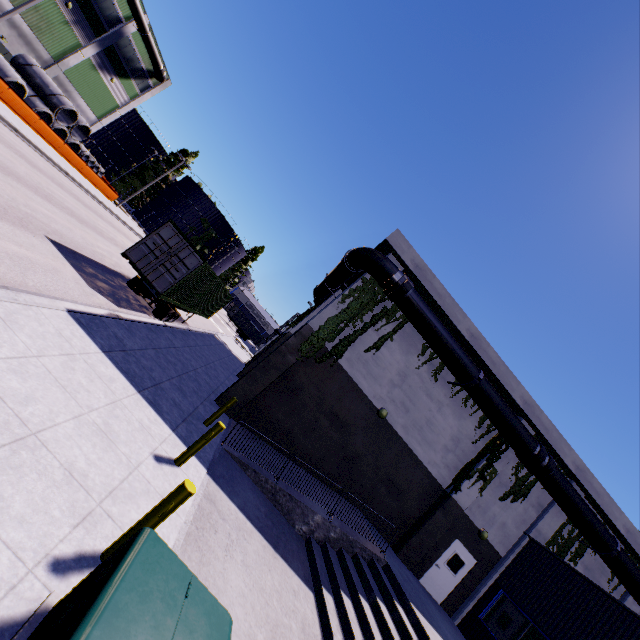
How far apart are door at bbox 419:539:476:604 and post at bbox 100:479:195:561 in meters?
14.2 m

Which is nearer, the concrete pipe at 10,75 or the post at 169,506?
the post at 169,506

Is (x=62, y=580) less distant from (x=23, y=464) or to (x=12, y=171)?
(x=23, y=464)

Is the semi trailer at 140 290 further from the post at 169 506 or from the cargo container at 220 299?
the post at 169 506

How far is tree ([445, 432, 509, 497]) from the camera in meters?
14.1 m

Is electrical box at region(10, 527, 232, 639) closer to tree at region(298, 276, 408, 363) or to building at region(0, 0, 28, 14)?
building at region(0, 0, 28, 14)

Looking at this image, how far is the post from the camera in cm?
374

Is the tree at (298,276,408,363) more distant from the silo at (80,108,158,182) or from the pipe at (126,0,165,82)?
the pipe at (126,0,165,82)
